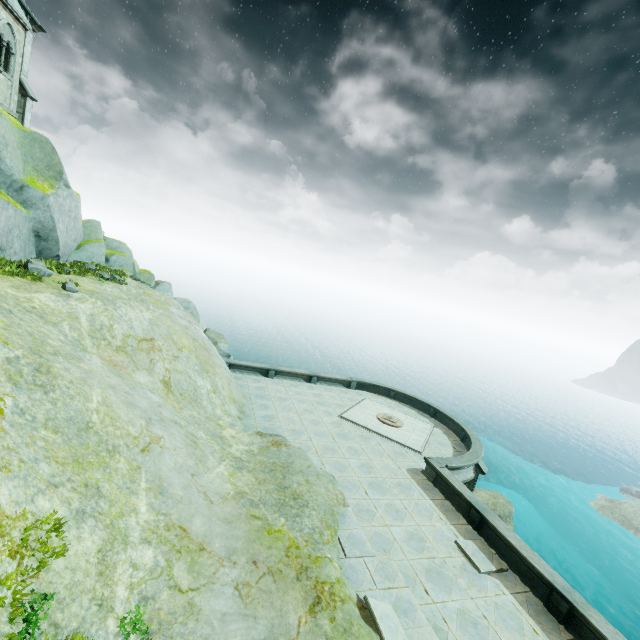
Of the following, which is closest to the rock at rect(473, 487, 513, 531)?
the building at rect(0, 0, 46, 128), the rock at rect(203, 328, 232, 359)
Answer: the rock at rect(203, 328, 232, 359)

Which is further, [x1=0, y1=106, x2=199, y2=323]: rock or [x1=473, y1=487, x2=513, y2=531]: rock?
[x1=473, y1=487, x2=513, y2=531]: rock

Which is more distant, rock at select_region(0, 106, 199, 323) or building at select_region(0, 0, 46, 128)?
building at select_region(0, 0, 46, 128)

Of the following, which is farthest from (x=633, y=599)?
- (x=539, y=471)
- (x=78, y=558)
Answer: (x=78, y=558)

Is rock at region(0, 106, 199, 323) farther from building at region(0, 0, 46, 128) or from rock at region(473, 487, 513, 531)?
rock at region(473, 487, 513, 531)

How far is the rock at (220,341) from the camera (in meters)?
27.20

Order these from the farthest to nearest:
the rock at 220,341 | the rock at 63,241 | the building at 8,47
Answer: the rock at 220,341
the building at 8,47
the rock at 63,241

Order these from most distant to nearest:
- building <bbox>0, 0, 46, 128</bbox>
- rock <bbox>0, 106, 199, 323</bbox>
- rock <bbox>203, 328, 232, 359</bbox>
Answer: rock <bbox>203, 328, 232, 359</bbox> < building <bbox>0, 0, 46, 128</bbox> < rock <bbox>0, 106, 199, 323</bbox>
